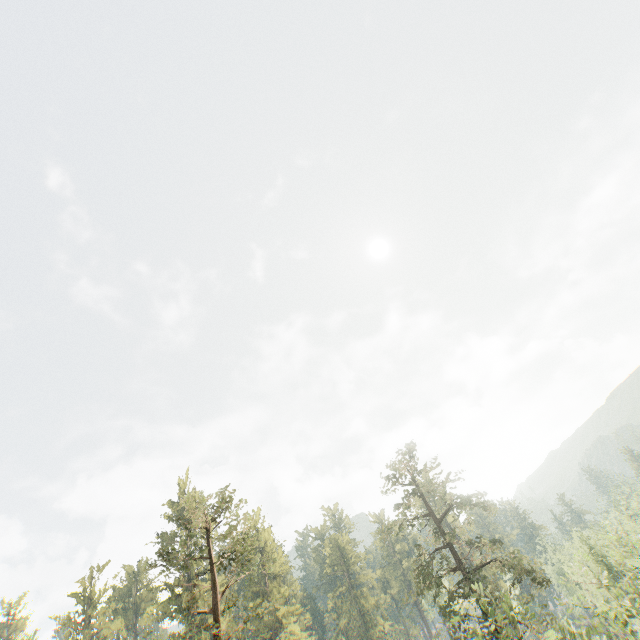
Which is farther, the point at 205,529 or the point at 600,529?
the point at 600,529

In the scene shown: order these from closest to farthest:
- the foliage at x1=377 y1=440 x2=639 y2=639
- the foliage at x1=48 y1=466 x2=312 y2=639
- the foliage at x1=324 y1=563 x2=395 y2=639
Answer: the foliage at x1=377 y1=440 x2=639 y2=639 → the foliage at x1=48 y1=466 x2=312 y2=639 → the foliage at x1=324 y1=563 x2=395 y2=639

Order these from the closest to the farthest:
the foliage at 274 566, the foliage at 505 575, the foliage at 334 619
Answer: the foliage at 505 575
the foliage at 274 566
the foliage at 334 619

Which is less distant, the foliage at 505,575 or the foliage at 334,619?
the foliage at 505,575

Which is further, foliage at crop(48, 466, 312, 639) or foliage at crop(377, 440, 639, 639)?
foliage at crop(48, 466, 312, 639)

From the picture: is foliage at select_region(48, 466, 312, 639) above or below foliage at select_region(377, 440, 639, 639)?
above
